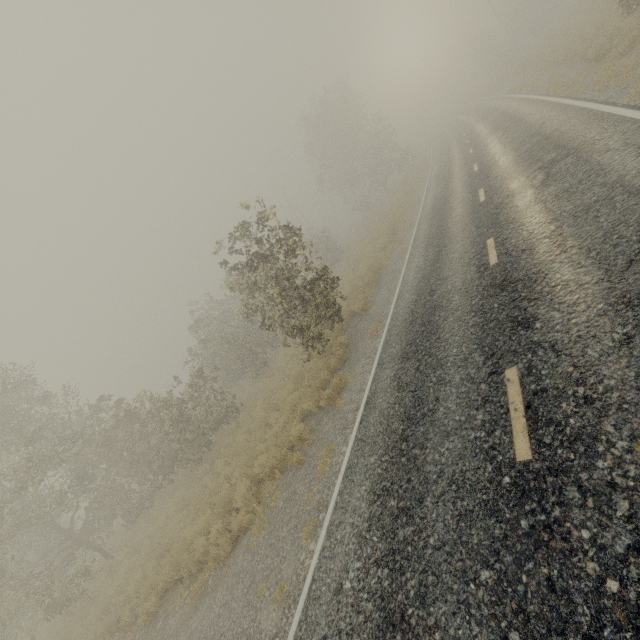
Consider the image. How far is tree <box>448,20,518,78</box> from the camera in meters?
40.7 m

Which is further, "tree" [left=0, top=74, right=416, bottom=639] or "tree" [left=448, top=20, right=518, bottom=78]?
"tree" [left=448, top=20, right=518, bottom=78]

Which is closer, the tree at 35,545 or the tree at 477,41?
the tree at 35,545

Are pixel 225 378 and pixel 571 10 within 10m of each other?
no

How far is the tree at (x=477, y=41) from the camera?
40.7 meters
